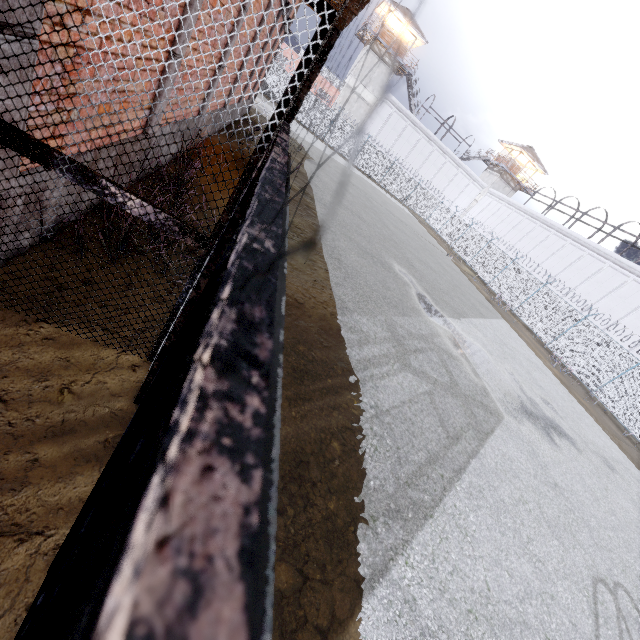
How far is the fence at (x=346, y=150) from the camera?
34.47m

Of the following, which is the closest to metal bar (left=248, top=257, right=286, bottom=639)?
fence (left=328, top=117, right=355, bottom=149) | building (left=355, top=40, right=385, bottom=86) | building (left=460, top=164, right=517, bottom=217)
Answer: fence (left=328, top=117, right=355, bottom=149)

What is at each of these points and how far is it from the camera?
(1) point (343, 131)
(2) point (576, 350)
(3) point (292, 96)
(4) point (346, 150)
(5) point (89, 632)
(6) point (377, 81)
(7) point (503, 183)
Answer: (1) fence, 34.0 meters
(2) fence, 19.5 meters
(3) cage, 1.8 meters
(4) fence, 35.1 meters
(5) metal bar, 0.2 meters
(6) building, 37.6 meters
(7) building, 45.5 meters

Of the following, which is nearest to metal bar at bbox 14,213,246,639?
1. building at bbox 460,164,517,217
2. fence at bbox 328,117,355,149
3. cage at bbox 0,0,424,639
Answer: cage at bbox 0,0,424,639

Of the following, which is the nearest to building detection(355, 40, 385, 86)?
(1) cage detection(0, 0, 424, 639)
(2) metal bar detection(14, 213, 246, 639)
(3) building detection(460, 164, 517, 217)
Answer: (3) building detection(460, 164, 517, 217)

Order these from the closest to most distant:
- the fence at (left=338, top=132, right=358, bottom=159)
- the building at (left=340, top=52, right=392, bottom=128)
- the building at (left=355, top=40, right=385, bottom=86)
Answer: the fence at (left=338, top=132, right=358, bottom=159), the building at (left=355, top=40, right=385, bottom=86), the building at (left=340, top=52, right=392, bottom=128)

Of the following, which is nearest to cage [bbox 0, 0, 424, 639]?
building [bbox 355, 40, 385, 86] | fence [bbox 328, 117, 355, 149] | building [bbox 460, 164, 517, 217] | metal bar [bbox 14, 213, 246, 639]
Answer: metal bar [bbox 14, 213, 246, 639]

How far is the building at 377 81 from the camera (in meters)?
36.81
